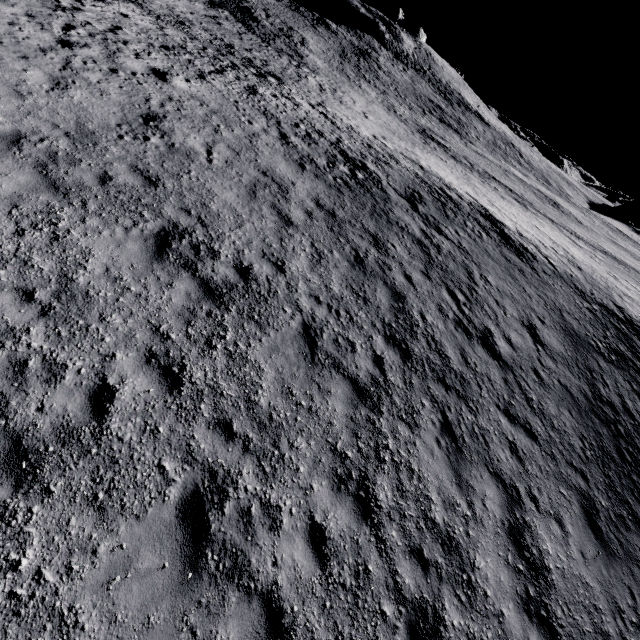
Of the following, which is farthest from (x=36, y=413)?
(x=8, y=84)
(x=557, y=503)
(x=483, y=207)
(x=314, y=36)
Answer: (x=314, y=36)
